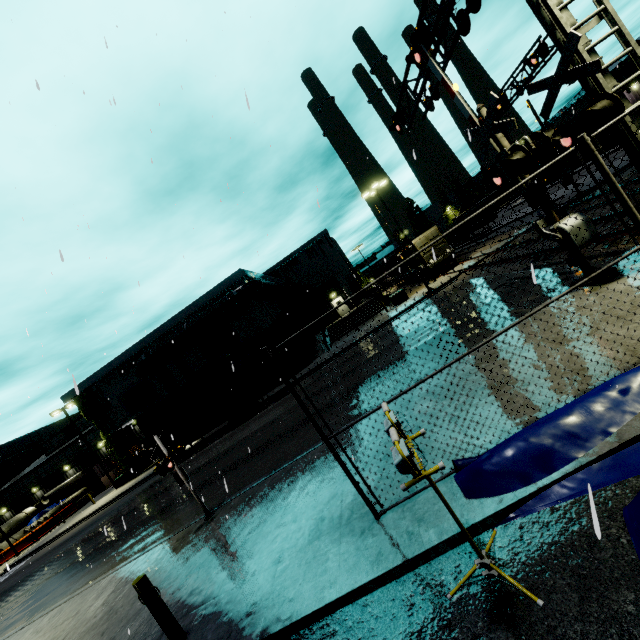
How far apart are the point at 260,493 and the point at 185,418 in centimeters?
1743cm

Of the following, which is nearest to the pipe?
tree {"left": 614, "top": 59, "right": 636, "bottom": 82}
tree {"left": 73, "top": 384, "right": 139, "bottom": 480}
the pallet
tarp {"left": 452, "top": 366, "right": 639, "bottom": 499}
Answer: tree {"left": 614, "top": 59, "right": 636, "bottom": 82}

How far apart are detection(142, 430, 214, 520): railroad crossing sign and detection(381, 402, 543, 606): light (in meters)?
7.51

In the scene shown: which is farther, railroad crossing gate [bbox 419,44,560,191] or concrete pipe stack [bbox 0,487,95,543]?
concrete pipe stack [bbox 0,487,95,543]

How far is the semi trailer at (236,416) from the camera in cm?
2303

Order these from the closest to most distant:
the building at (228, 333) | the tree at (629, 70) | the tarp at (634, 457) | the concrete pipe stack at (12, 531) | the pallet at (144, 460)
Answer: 1. the tarp at (634, 457)
2. the building at (228, 333)
3. the pallet at (144, 460)
4. the tree at (629, 70)
5. the concrete pipe stack at (12, 531)

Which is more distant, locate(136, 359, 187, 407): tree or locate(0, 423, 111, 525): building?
Answer: locate(0, 423, 111, 525): building

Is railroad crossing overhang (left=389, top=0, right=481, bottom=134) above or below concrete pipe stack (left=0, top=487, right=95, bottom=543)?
above
